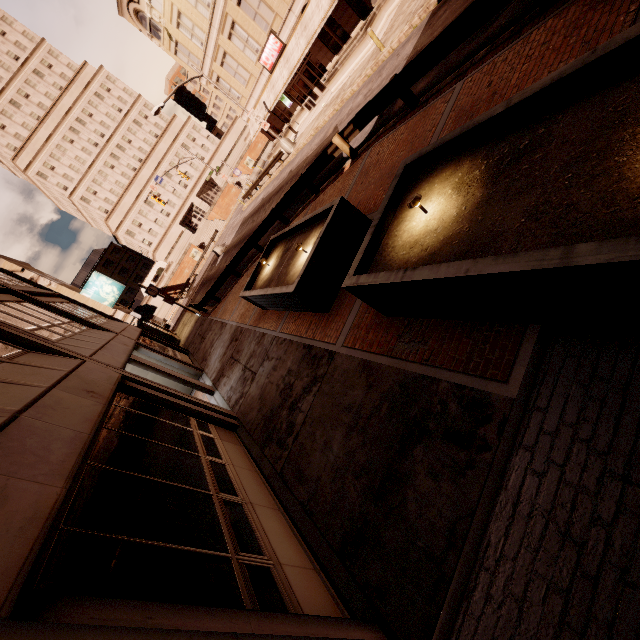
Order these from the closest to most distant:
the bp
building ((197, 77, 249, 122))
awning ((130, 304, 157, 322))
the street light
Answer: awning ((130, 304, 157, 322)) < the street light < building ((197, 77, 249, 122)) < the bp

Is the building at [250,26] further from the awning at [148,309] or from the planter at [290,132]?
the awning at [148,309]

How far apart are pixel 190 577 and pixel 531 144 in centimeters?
553cm

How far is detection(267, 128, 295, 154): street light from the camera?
27.4 meters

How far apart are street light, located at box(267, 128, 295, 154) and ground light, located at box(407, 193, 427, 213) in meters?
26.4

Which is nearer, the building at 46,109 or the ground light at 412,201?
the ground light at 412,201

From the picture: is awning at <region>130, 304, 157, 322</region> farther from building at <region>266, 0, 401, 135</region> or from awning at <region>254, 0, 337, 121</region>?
building at <region>266, 0, 401, 135</region>

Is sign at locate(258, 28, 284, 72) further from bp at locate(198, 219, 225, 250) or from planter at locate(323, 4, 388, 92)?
bp at locate(198, 219, 225, 250)
